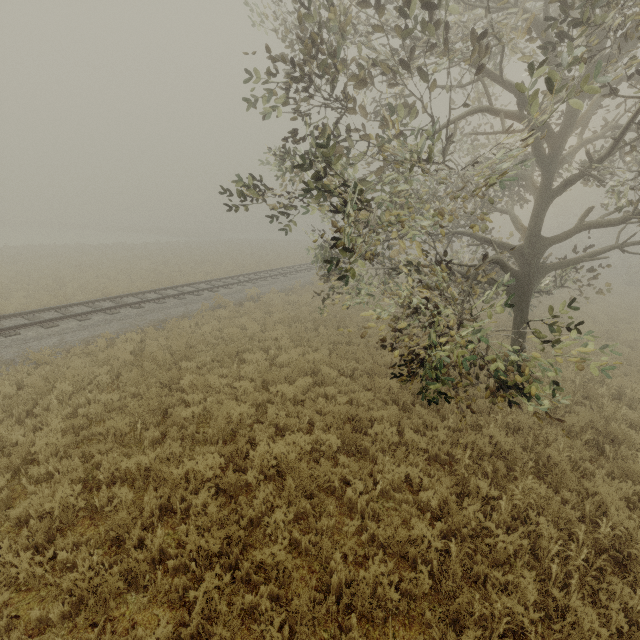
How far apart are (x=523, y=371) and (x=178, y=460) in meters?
6.4

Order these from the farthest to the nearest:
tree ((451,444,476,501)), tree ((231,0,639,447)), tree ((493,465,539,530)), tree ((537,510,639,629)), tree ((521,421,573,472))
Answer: tree ((521,421,573,472))
tree ((451,444,476,501))
tree ((493,465,539,530))
tree ((231,0,639,447))
tree ((537,510,639,629))

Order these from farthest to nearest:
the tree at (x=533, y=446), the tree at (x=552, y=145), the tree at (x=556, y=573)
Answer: the tree at (x=533, y=446) < the tree at (x=552, y=145) < the tree at (x=556, y=573)

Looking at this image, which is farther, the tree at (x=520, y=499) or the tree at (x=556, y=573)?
the tree at (x=520, y=499)

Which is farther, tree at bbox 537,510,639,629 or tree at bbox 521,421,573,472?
tree at bbox 521,421,573,472
